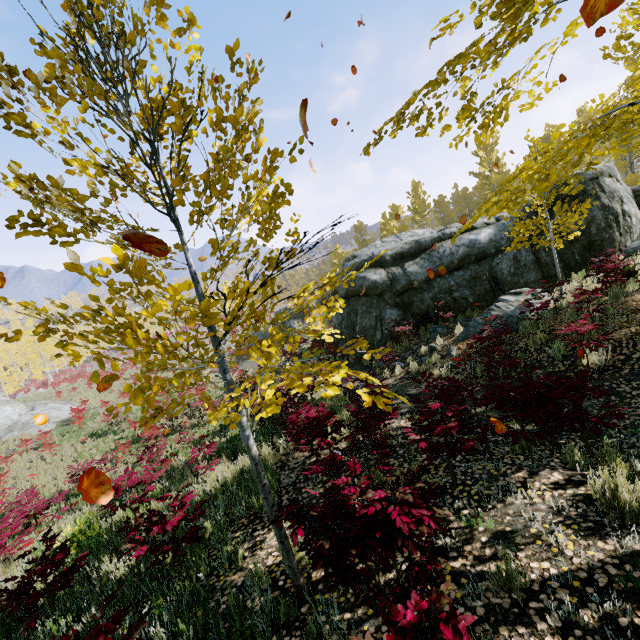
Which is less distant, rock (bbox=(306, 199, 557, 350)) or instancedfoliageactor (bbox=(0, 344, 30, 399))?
rock (bbox=(306, 199, 557, 350))

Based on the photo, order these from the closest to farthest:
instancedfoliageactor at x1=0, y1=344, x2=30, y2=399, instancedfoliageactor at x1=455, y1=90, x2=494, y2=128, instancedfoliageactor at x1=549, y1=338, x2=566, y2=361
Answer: instancedfoliageactor at x1=455, y1=90, x2=494, y2=128
instancedfoliageactor at x1=549, y1=338, x2=566, y2=361
instancedfoliageactor at x1=0, y1=344, x2=30, y2=399

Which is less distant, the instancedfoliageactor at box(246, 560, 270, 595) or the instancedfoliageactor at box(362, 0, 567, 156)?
the instancedfoliageactor at box(362, 0, 567, 156)

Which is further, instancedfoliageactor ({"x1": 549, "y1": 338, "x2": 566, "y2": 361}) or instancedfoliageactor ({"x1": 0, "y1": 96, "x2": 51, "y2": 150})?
instancedfoliageactor ({"x1": 549, "y1": 338, "x2": 566, "y2": 361})

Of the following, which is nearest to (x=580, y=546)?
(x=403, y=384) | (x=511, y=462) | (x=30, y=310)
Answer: (x=511, y=462)

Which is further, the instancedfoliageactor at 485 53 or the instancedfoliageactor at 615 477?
the instancedfoliageactor at 615 477

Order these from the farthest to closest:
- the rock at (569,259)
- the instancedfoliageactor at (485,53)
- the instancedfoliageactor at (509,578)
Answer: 1. the rock at (569,259)
2. the instancedfoliageactor at (509,578)
3. the instancedfoliageactor at (485,53)

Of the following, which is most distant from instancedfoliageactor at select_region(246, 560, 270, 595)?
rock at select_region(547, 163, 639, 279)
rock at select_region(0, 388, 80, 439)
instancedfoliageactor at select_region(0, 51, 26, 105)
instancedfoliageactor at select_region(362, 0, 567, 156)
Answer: rock at select_region(0, 388, 80, 439)
